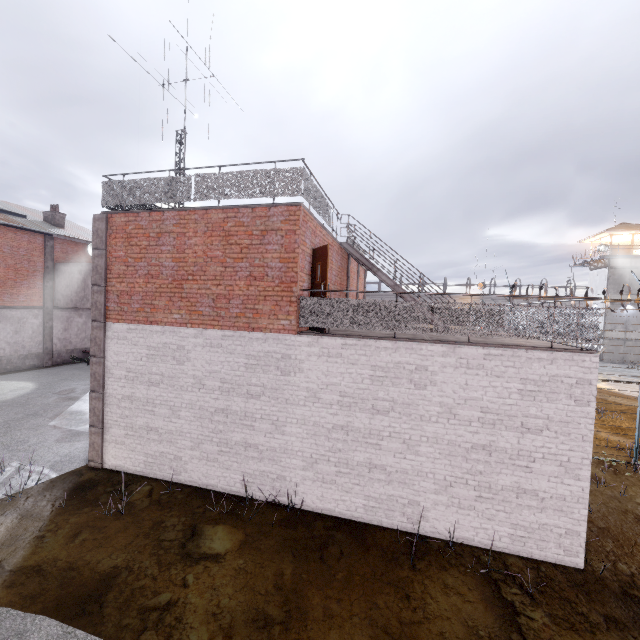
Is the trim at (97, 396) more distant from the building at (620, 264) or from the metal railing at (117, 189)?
the building at (620, 264)

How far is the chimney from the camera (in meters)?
23.82

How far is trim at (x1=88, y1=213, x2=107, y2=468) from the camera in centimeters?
887cm

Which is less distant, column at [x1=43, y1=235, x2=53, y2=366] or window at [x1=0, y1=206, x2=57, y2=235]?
window at [x1=0, y1=206, x2=57, y2=235]

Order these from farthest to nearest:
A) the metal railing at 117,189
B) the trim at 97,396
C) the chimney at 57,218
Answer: the chimney at 57,218, the trim at 97,396, the metal railing at 117,189

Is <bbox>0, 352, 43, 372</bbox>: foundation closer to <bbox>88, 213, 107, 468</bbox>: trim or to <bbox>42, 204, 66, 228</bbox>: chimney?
<bbox>42, 204, 66, 228</bbox>: chimney

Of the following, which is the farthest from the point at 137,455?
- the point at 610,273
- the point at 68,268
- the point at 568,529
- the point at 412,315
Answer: the point at 610,273

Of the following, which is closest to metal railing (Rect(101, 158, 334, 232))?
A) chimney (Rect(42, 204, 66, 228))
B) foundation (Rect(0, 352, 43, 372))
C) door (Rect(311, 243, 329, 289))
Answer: door (Rect(311, 243, 329, 289))
